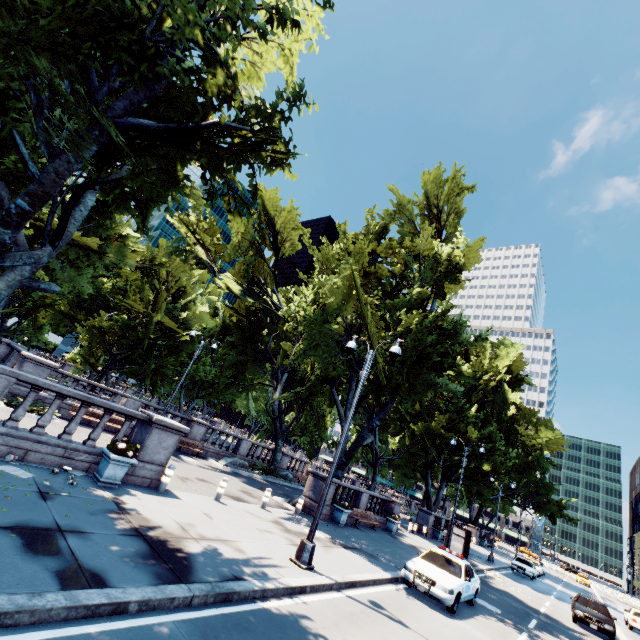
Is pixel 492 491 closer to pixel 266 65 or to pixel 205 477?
pixel 205 477

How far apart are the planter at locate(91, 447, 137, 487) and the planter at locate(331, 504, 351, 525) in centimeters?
1222cm

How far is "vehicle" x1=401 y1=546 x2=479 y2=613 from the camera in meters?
10.9 m

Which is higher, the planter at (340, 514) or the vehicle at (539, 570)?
the vehicle at (539, 570)

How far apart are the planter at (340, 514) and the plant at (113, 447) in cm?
1221

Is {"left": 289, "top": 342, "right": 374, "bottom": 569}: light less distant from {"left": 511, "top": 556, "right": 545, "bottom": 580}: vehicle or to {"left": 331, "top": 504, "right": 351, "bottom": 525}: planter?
{"left": 331, "top": 504, "right": 351, "bottom": 525}: planter

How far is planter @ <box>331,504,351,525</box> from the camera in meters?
17.7

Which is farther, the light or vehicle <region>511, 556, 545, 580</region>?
vehicle <region>511, 556, 545, 580</region>
